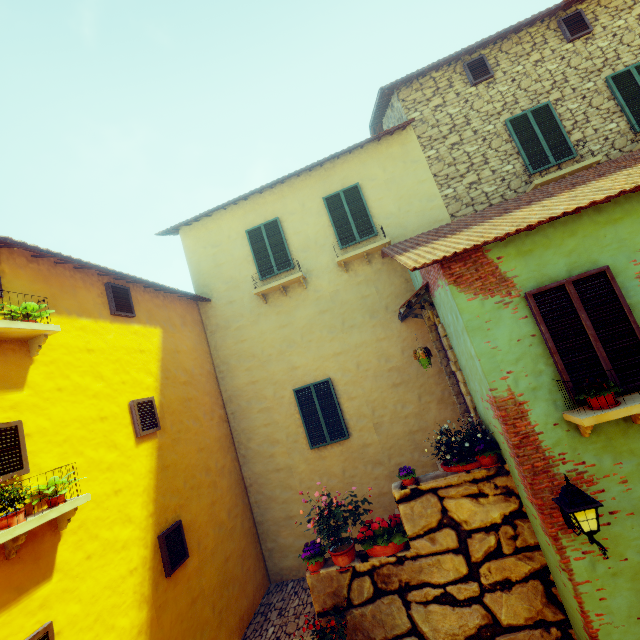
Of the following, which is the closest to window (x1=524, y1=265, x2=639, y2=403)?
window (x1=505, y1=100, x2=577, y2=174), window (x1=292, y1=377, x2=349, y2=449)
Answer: window (x1=292, y1=377, x2=349, y2=449)

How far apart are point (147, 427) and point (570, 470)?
7.22m

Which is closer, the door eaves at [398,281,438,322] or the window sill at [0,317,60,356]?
the window sill at [0,317,60,356]

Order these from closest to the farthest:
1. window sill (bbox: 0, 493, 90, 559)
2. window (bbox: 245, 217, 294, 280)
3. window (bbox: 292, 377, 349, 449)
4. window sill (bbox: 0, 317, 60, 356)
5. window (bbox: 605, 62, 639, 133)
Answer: window sill (bbox: 0, 493, 90, 559) → window sill (bbox: 0, 317, 60, 356) → window (bbox: 605, 62, 639, 133) → window (bbox: 292, 377, 349, 449) → window (bbox: 245, 217, 294, 280)

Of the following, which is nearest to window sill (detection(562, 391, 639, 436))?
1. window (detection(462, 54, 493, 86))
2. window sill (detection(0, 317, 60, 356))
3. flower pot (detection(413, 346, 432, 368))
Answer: flower pot (detection(413, 346, 432, 368))

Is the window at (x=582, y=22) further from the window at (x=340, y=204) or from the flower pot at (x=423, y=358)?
the flower pot at (x=423, y=358)

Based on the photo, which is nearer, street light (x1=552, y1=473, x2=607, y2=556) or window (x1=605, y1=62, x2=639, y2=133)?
street light (x1=552, y1=473, x2=607, y2=556)

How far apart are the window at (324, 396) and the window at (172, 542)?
3.4m
